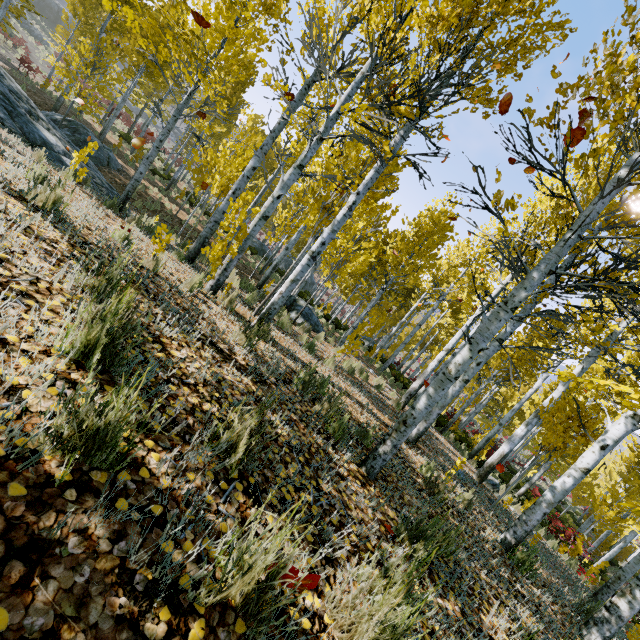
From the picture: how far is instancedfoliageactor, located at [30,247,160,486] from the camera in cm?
118

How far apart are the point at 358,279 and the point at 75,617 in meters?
24.7

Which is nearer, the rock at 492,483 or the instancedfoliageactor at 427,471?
the instancedfoliageactor at 427,471

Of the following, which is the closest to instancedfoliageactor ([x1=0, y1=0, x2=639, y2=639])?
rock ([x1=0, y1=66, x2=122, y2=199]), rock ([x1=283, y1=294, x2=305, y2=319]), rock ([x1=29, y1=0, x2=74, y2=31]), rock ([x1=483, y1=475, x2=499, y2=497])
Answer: rock ([x1=483, y1=475, x2=499, y2=497])

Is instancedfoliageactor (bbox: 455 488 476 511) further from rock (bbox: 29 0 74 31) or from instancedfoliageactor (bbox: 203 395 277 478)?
rock (bbox: 29 0 74 31)

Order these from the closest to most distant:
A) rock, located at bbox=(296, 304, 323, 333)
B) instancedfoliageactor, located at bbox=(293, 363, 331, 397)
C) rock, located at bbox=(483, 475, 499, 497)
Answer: instancedfoliageactor, located at bbox=(293, 363, 331, 397), rock, located at bbox=(483, 475, 499, 497), rock, located at bbox=(296, 304, 323, 333)

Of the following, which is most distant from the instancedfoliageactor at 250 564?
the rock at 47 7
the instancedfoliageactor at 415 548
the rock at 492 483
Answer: the rock at 47 7

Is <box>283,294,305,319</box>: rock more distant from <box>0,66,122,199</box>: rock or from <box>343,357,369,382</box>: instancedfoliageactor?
<box>0,66,122,199</box>: rock
